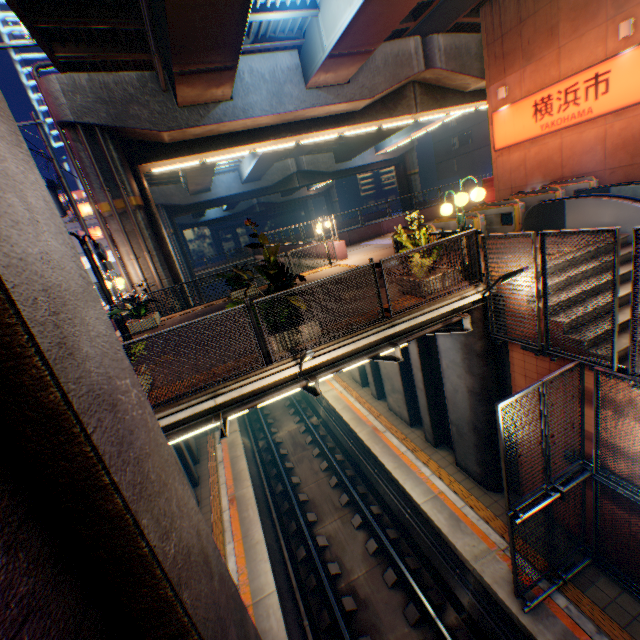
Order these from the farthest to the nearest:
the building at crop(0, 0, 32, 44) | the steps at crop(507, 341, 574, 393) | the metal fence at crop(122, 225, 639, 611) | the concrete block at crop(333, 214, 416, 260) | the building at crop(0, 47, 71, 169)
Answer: the building at crop(0, 47, 71, 169) < the building at crop(0, 0, 32, 44) < the concrete block at crop(333, 214, 416, 260) < the steps at crop(507, 341, 574, 393) < the metal fence at crop(122, 225, 639, 611)

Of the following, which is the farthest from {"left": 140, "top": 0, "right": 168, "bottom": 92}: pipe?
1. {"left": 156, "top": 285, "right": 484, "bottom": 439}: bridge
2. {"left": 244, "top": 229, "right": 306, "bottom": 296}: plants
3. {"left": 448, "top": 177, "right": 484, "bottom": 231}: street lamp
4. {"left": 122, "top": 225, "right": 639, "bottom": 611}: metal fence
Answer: {"left": 156, "top": 285, "right": 484, "bottom": 439}: bridge

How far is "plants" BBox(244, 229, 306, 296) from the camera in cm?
617

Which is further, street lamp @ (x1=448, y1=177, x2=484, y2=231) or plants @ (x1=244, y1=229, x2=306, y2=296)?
street lamp @ (x1=448, y1=177, x2=484, y2=231)

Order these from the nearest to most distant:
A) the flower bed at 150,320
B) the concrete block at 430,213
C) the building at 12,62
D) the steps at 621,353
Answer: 1. the steps at 621,353
2. the flower bed at 150,320
3. the concrete block at 430,213
4. the building at 12,62

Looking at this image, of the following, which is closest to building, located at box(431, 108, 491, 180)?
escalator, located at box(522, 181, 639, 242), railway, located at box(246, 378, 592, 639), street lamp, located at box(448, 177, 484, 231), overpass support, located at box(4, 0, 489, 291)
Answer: overpass support, located at box(4, 0, 489, 291)

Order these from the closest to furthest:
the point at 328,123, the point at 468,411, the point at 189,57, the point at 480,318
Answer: the point at 480,318
the point at 468,411
the point at 189,57
the point at 328,123

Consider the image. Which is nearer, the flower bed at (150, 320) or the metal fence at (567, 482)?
the metal fence at (567, 482)
